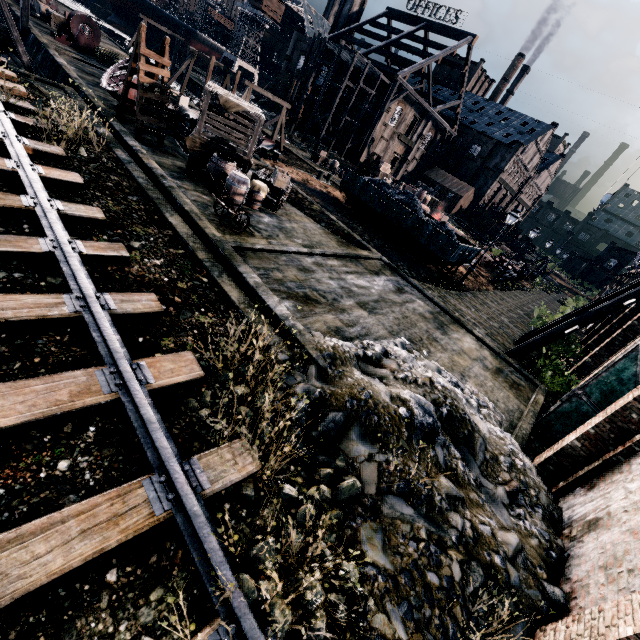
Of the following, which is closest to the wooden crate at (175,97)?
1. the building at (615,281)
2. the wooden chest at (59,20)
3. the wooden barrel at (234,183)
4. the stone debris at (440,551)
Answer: the wooden barrel at (234,183)

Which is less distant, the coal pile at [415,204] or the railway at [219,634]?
the railway at [219,634]

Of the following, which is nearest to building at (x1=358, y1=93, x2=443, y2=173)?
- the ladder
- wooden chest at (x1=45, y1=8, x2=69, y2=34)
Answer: wooden chest at (x1=45, y1=8, x2=69, y2=34)

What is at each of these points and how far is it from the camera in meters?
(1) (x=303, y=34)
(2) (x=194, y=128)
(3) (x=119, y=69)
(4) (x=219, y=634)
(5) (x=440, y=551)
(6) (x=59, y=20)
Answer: (1) building, 56.9
(2) wooden chest, 14.5
(3) boat, 21.5
(4) railway, 3.4
(5) stone debris, 5.1
(6) wooden chest, 27.3

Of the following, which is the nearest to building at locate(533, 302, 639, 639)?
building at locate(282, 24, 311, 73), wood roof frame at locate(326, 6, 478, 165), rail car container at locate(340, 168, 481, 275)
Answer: rail car container at locate(340, 168, 481, 275)

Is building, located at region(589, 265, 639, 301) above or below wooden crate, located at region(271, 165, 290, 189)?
above

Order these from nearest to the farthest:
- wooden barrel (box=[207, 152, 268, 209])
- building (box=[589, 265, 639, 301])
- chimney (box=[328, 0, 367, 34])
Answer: wooden barrel (box=[207, 152, 268, 209]), building (box=[589, 265, 639, 301]), chimney (box=[328, 0, 367, 34])

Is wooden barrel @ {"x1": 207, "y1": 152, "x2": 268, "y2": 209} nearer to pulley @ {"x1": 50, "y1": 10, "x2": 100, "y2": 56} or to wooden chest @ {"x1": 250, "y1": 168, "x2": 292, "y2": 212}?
wooden chest @ {"x1": 250, "y1": 168, "x2": 292, "y2": 212}
